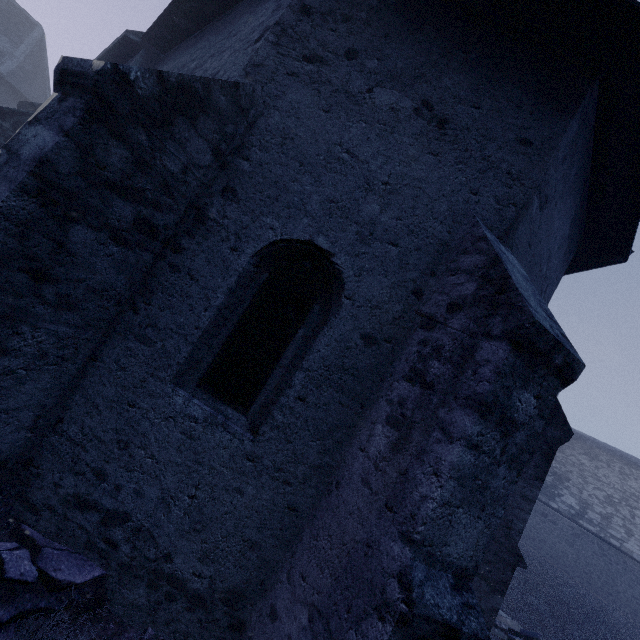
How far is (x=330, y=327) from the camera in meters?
3.1

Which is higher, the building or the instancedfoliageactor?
the building

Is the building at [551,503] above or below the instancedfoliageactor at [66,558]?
above
